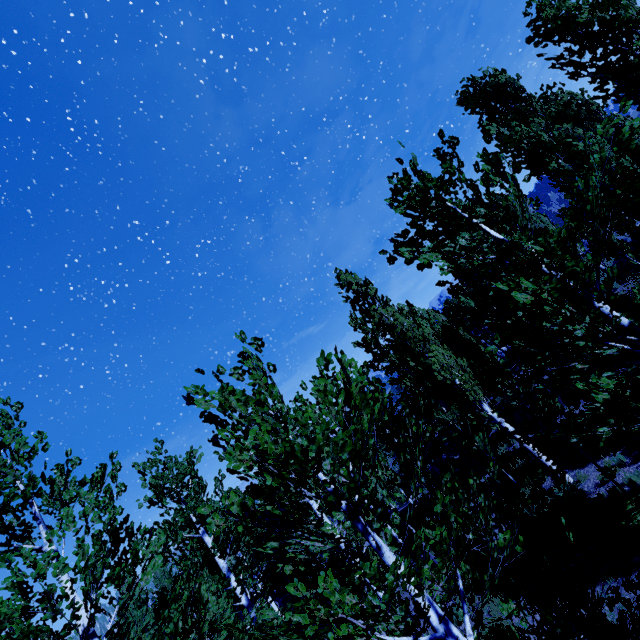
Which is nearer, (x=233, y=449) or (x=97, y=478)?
(x=233, y=449)
